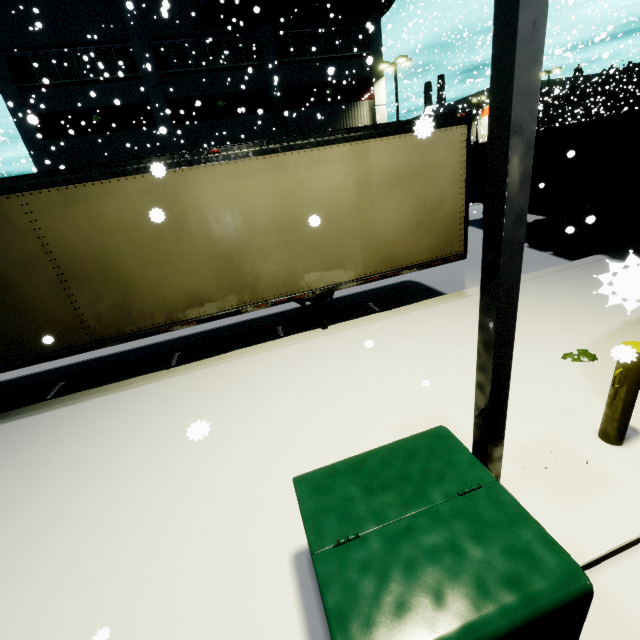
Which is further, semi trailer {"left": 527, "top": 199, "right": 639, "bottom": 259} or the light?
semi trailer {"left": 527, "top": 199, "right": 639, "bottom": 259}

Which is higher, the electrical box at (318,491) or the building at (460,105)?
the building at (460,105)

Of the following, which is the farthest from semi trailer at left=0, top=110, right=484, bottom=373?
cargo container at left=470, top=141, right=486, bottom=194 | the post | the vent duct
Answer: the post

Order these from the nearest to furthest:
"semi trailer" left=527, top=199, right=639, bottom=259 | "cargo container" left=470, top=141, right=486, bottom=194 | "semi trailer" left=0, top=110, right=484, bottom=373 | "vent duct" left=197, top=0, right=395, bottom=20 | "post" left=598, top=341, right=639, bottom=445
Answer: "post" left=598, top=341, right=639, bottom=445, "semi trailer" left=0, top=110, right=484, bottom=373, "semi trailer" left=527, top=199, right=639, bottom=259, "cargo container" left=470, top=141, right=486, bottom=194, "vent duct" left=197, top=0, right=395, bottom=20

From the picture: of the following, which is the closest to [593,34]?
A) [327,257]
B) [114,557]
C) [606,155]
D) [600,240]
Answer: [606,155]

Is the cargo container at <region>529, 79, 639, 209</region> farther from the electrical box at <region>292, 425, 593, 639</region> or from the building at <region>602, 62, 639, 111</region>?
the electrical box at <region>292, 425, 593, 639</region>

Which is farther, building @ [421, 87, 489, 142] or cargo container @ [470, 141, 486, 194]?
building @ [421, 87, 489, 142]

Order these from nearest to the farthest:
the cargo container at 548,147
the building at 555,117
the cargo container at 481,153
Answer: the cargo container at 548,147 → the cargo container at 481,153 → the building at 555,117
